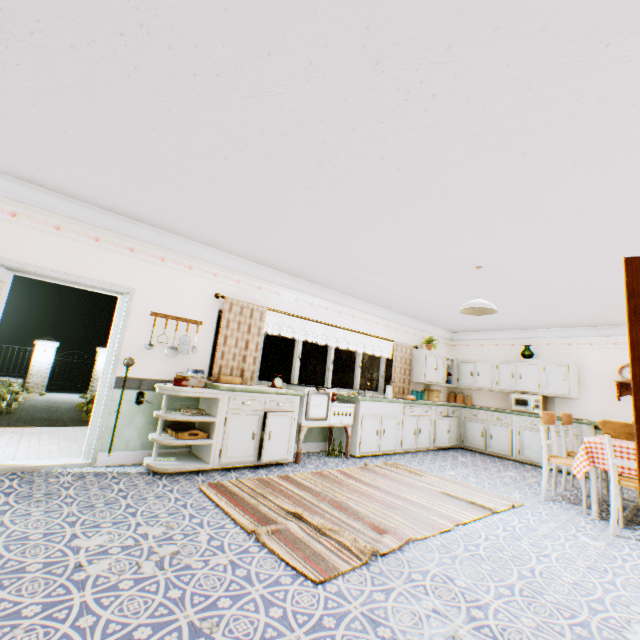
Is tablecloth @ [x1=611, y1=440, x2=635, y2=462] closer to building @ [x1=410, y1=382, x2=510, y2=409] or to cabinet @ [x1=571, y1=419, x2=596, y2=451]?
building @ [x1=410, y1=382, x2=510, y2=409]

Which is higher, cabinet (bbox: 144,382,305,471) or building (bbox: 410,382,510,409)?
building (bbox: 410,382,510,409)

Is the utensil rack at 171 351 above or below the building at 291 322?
below

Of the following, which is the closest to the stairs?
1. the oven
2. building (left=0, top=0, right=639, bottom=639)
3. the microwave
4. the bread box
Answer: building (left=0, top=0, right=639, bottom=639)

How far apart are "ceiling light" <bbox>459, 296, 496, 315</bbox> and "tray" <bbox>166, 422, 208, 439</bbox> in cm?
391

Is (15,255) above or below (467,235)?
below

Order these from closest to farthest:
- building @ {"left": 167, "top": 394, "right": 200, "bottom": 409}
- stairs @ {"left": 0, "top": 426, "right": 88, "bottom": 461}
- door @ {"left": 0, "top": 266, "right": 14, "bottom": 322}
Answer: door @ {"left": 0, "top": 266, "right": 14, "bottom": 322}, stairs @ {"left": 0, "top": 426, "right": 88, "bottom": 461}, building @ {"left": 167, "top": 394, "right": 200, "bottom": 409}

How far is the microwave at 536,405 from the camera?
7.4m
